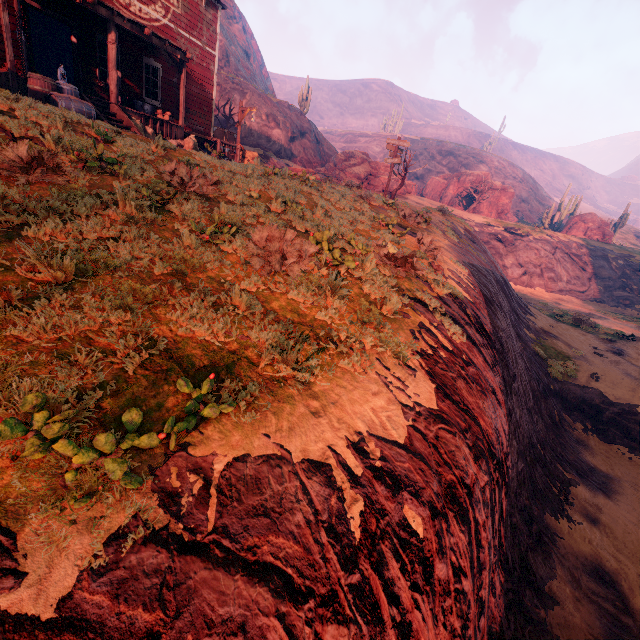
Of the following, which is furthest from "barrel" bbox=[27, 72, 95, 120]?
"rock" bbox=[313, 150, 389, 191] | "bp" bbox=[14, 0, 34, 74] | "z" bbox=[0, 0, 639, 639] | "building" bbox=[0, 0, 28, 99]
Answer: "rock" bbox=[313, 150, 389, 191]

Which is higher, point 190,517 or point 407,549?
point 190,517

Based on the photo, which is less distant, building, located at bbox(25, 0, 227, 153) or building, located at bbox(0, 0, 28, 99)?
building, located at bbox(0, 0, 28, 99)

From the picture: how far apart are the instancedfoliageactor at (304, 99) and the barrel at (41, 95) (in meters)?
34.83

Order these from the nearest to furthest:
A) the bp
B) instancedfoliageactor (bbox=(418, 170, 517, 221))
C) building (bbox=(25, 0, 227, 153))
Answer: the bp
building (bbox=(25, 0, 227, 153))
instancedfoliageactor (bbox=(418, 170, 517, 221))

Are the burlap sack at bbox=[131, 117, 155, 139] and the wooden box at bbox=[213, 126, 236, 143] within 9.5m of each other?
yes

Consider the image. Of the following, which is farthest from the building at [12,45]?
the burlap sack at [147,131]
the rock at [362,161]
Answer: the rock at [362,161]

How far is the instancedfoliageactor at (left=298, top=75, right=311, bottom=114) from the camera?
38.4 meters
